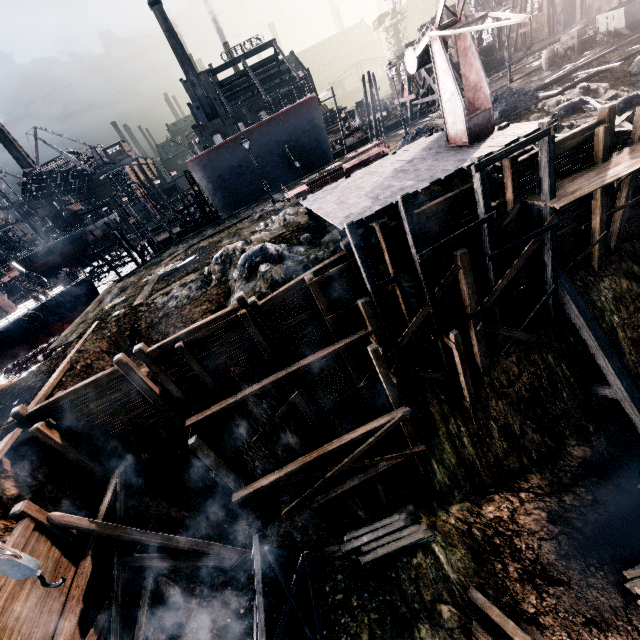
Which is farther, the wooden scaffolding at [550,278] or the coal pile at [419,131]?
the coal pile at [419,131]

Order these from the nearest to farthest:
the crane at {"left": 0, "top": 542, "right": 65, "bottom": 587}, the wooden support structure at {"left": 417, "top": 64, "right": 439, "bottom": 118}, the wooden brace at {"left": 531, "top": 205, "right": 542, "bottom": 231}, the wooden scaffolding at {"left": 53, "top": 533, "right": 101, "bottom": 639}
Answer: the crane at {"left": 0, "top": 542, "right": 65, "bottom": 587}
the wooden scaffolding at {"left": 53, "top": 533, "right": 101, "bottom": 639}
the wooden brace at {"left": 531, "top": 205, "right": 542, "bottom": 231}
the wooden support structure at {"left": 417, "top": 64, "right": 439, "bottom": 118}

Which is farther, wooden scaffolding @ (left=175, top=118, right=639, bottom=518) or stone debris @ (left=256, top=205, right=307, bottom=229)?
stone debris @ (left=256, top=205, right=307, bottom=229)

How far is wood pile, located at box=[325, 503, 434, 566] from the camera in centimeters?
1378cm

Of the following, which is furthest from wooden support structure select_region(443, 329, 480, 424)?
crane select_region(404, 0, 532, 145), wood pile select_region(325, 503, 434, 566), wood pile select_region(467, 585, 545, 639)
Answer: crane select_region(404, 0, 532, 145)

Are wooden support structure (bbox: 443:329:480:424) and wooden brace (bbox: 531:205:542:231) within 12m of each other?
yes

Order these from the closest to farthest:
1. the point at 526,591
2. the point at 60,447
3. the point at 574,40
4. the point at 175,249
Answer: the point at 60,447 → the point at 526,591 → the point at 574,40 → the point at 175,249

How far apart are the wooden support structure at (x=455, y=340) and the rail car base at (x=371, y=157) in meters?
14.9 m
